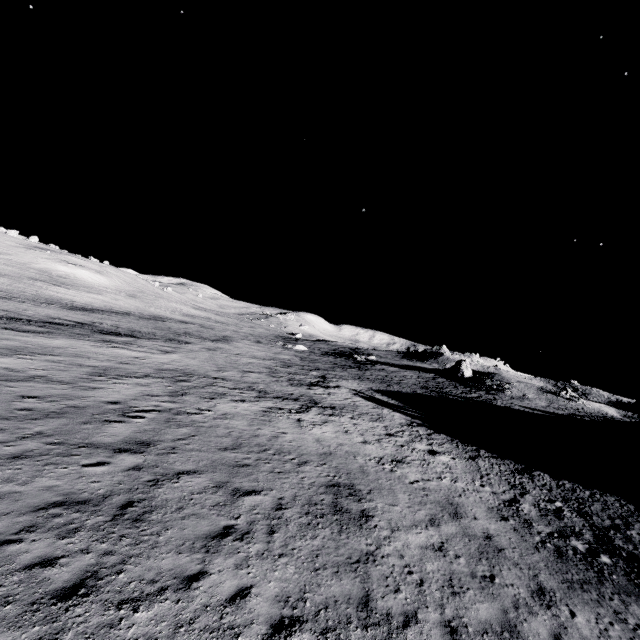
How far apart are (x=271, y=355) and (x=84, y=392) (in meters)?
35.70

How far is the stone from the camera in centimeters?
2147cm

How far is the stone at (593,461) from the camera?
21.47m
